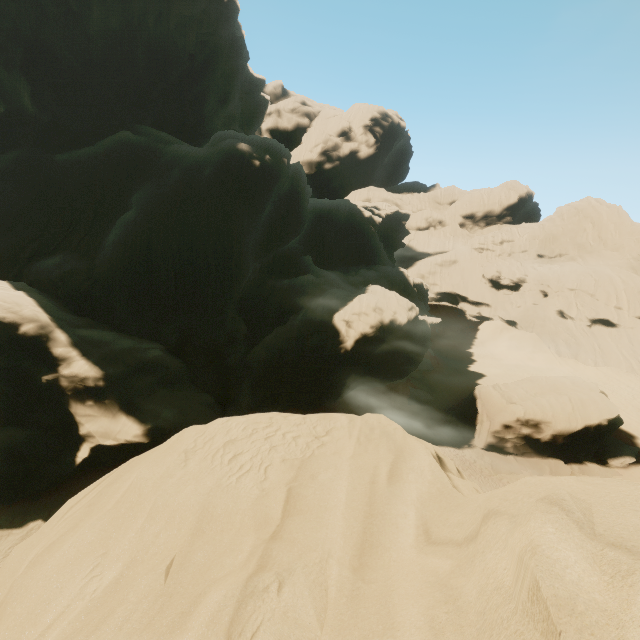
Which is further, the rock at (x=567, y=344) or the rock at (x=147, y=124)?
the rock at (x=567, y=344)

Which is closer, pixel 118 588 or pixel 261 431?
pixel 118 588

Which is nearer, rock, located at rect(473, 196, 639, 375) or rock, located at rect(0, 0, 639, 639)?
rock, located at rect(0, 0, 639, 639)
